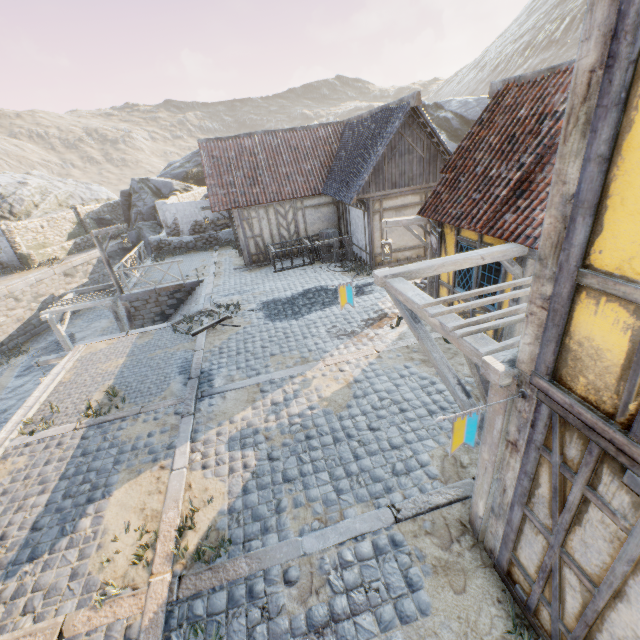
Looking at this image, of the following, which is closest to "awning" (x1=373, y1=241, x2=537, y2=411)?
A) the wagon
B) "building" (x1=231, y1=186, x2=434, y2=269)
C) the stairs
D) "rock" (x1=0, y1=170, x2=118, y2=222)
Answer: "building" (x1=231, y1=186, x2=434, y2=269)

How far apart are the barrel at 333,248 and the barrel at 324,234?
1.00m

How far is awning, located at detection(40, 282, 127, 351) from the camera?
15.29m

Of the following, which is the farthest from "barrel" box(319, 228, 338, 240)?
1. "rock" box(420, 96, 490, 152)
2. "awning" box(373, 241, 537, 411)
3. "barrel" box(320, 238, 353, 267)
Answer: "awning" box(373, 241, 537, 411)

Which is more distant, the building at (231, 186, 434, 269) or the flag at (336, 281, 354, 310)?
the building at (231, 186, 434, 269)

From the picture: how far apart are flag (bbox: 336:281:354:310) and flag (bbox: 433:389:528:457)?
3.3 meters

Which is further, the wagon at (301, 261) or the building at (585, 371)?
the wagon at (301, 261)

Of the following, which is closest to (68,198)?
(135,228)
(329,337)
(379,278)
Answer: (135,228)
